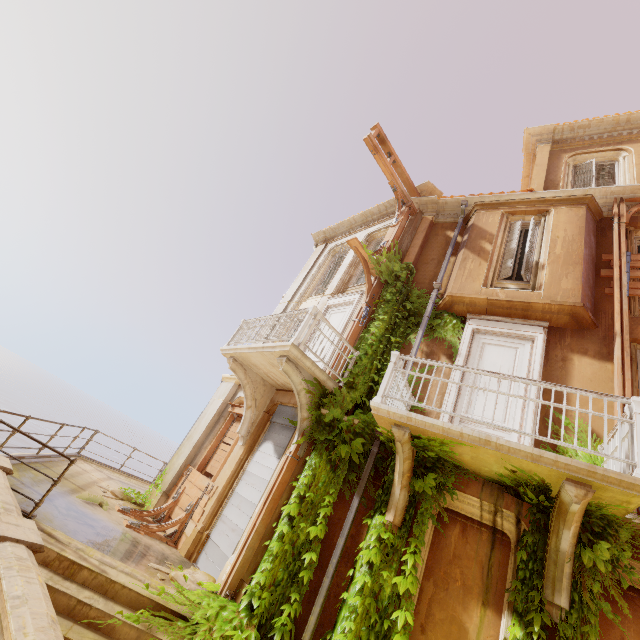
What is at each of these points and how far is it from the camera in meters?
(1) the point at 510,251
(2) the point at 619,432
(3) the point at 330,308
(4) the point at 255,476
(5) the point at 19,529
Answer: (1) shutter, 8.8
(2) railing, 4.2
(3) door, 11.2
(4) shutter, 8.1
(5) column, 3.3

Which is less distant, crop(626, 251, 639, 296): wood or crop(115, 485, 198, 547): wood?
crop(626, 251, 639, 296): wood

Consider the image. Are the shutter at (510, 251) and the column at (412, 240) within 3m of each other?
yes

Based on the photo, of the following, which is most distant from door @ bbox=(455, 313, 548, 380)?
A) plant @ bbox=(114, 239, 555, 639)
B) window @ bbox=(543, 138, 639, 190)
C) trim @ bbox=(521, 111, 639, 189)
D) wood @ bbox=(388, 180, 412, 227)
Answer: trim @ bbox=(521, 111, 639, 189)

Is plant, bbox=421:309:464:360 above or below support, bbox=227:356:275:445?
above

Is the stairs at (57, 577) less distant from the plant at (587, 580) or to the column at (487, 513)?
the plant at (587, 580)

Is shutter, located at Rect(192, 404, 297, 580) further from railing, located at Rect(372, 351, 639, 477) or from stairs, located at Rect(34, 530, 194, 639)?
railing, located at Rect(372, 351, 639, 477)

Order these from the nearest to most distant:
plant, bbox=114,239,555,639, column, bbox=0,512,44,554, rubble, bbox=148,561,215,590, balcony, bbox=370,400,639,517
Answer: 1. column, bbox=0,512,44,554
2. balcony, bbox=370,400,639,517
3. plant, bbox=114,239,555,639
4. rubble, bbox=148,561,215,590
